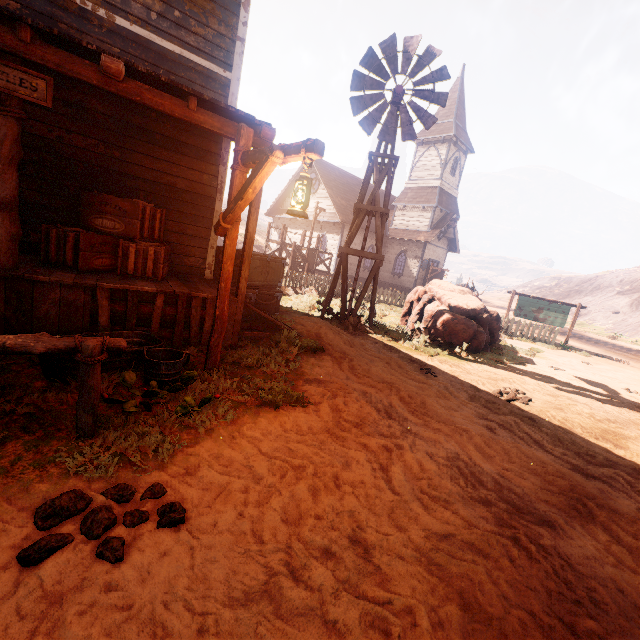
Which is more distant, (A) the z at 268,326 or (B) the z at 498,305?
(B) the z at 498,305

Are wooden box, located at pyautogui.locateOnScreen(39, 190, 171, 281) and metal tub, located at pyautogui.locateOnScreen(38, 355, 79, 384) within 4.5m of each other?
yes

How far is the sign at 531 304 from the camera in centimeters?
1614cm

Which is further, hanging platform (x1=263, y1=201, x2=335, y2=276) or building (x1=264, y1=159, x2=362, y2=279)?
building (x1=264, y1=159, x2=362, y2=279)

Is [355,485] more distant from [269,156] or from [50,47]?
[50,47]

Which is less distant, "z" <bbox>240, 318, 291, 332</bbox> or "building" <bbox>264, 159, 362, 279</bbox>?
"z" <bbox>240, 318, 291, 332</bbox>

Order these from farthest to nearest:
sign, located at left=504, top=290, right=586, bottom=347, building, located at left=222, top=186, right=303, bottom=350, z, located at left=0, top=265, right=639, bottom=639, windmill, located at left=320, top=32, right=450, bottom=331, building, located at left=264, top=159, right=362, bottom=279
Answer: building, located at left=264, top=159, right=362, bottom=279 < sign, located at left=504, top=290, right=586, bottom=347 < windmill, located at left=320, top=32, right=450, bottom=331 < building, located at left=222, top=186, right=303, bottom=350 < z, located at left=0, top=265, right=639, bottom=639

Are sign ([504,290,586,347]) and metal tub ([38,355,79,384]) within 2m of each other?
no
